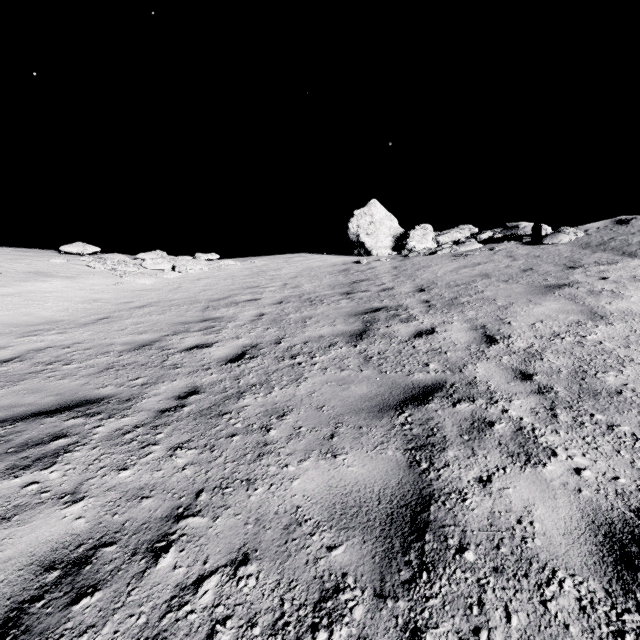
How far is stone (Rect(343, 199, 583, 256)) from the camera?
13.1m

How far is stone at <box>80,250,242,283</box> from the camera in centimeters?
1352cm

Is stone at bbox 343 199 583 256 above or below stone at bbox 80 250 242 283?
above

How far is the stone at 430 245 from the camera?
13.1m

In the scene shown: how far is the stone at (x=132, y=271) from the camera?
13.5 meters

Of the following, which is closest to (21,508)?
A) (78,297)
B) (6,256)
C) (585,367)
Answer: (585,367)
